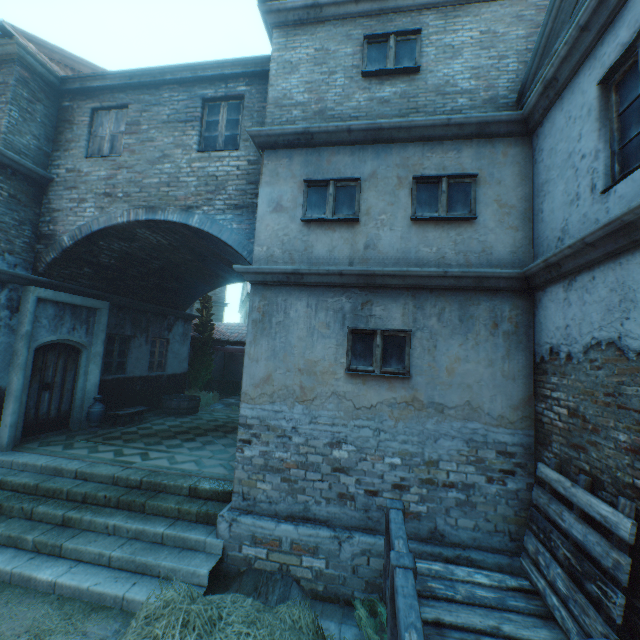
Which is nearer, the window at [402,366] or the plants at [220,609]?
the plants at [220,609]

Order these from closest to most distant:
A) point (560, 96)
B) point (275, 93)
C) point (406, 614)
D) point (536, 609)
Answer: point (406, 614), point (536, 609), point (560, 96), point (275, 93)

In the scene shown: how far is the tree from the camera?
15.0m

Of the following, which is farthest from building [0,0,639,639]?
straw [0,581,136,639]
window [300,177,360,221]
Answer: straw [0,581,136,639]

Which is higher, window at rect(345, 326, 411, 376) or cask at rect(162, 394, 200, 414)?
window at rect(345, 326, 411, 376)

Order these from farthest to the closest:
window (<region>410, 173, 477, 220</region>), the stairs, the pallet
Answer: window (<region>410, 173, 477, 220</region>) < the stairs < the pallet

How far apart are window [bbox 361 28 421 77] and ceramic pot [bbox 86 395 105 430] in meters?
10.2

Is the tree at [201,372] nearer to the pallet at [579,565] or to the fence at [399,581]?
the fence at [399,581]
